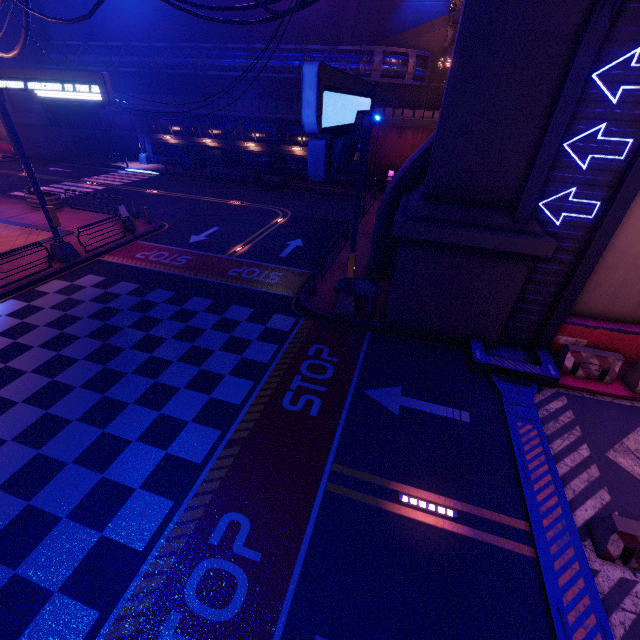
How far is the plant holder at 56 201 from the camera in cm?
2107

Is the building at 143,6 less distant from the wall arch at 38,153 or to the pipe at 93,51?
the wall arch at 38,153

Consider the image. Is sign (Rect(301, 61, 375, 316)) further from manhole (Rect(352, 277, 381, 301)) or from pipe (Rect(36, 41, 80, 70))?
pipe (Rect(36, 41, 80, 70))

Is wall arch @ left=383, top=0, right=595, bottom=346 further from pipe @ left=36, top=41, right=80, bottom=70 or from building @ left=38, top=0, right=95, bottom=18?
building @ left=38, top=0, right=95, bottom=18

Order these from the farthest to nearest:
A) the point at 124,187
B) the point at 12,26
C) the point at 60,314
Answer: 1. the point at 12,26
2. the point at 124,187
3. the point at 60,314

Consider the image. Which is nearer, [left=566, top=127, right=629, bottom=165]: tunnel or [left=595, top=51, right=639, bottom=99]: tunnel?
[left=595, top=51, right=639, bottom=99]: tunnel

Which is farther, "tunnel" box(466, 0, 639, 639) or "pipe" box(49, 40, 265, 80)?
"pipe" box(49, 40, 265, 80)

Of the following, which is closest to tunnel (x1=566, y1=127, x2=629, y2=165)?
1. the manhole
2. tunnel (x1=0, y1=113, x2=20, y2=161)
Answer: the manhole
